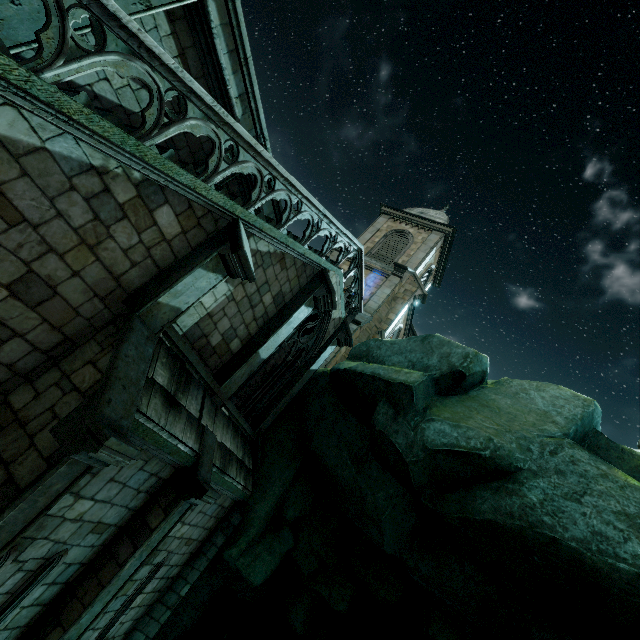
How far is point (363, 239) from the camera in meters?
22.6

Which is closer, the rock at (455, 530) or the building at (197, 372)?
the building at (197, 372)

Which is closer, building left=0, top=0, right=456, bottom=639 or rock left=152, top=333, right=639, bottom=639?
building left=0, top=0, right=456, bottom=639
